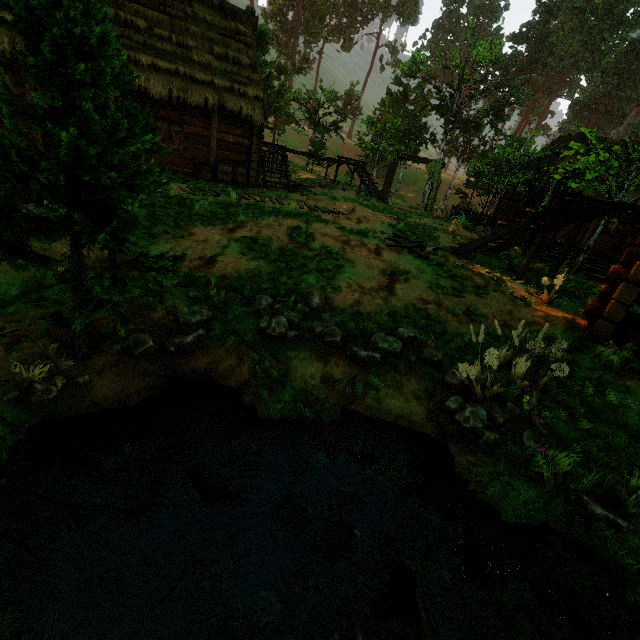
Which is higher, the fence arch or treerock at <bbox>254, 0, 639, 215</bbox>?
treerock at <bbox>254, 0, 639, 215</bbox>

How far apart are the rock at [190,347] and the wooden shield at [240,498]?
0.8 meters

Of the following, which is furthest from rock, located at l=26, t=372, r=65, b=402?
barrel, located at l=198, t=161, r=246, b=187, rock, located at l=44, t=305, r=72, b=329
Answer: barrel, located at l=198, t=161, r=246, b=187

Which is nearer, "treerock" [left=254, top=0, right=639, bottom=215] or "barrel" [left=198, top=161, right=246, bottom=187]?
"barrel" [left=198, top=161, right=246, bottom=187]

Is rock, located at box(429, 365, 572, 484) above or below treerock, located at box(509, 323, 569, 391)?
below

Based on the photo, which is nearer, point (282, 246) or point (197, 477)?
point (197, 477)

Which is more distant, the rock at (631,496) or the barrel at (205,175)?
the barrel at (205,175)

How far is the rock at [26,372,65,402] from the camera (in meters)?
3.60
